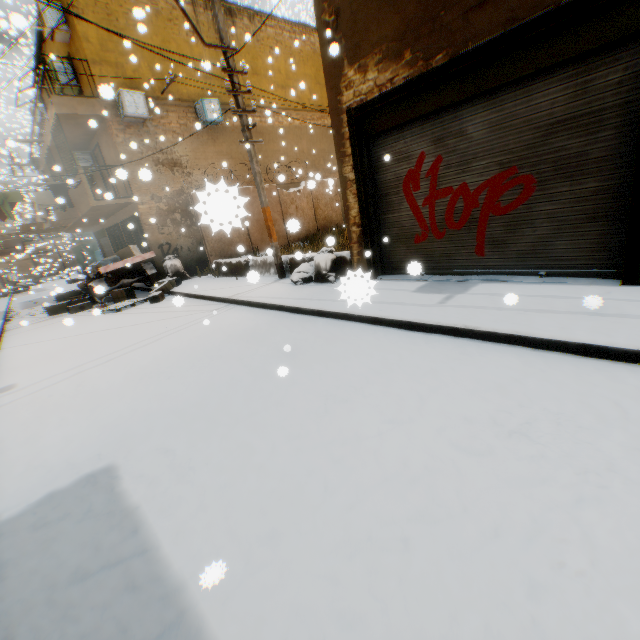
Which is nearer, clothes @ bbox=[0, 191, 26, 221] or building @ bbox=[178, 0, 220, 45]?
clothes @ bbox=[0, 191, 26, 221]

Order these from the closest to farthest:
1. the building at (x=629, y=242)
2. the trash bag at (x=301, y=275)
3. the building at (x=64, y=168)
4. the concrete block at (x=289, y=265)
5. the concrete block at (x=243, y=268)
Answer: the building at (x=629, y=242), the trash bag at (x=301, y=275), the concrete block at (x=289, y=265), the concrete block at (x=243, y=268), the building at (x=64, y=168)

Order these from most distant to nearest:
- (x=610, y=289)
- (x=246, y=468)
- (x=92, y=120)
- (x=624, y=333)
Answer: (x=92, y=120) < (x=610, y=289) < (x=624, y=333) < (x=246, y=468)

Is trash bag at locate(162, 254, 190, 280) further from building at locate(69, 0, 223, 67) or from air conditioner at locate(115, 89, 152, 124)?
air conditioner at locate(115, 89, 152, 124)

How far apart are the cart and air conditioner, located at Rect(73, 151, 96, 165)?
4.9m

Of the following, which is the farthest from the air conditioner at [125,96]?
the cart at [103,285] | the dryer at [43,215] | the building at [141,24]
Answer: the cart at [103,285]

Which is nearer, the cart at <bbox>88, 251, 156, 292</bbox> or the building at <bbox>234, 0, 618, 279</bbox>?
the building at <bbox>234, 0, 618, 279</bbox>

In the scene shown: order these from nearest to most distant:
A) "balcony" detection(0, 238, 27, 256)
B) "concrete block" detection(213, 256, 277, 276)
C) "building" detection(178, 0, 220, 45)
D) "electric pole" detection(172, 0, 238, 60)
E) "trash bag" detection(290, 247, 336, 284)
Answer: "electric pole" detection(172, 0, 238, 60) → "trash bag" detection(290, 247, 336, 284) → "concrete block" detection(213, 256, 277, 276) → "building" detection(178, 0, 220, 45) → "balcony" detection(0, 238, 27, 256)
